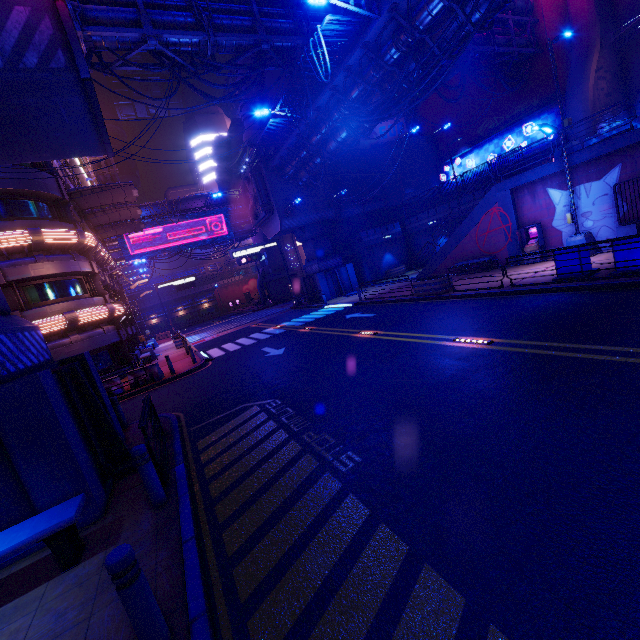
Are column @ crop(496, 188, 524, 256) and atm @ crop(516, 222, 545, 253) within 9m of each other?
yes

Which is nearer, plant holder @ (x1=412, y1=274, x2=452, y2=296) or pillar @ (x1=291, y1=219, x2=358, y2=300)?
plant holder @ (x1=412, y1=274, x2=452, y2=296)

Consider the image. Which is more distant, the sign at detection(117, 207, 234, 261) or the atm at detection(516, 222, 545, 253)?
the sign at detection(117, 207, 234, 261)

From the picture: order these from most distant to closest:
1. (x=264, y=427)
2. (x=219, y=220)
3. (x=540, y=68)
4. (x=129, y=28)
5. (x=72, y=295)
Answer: (x=219, y=220) → (x=540, y=68) → (x=72, y=295) → (x=129, y=28) → (x=264, y=427)

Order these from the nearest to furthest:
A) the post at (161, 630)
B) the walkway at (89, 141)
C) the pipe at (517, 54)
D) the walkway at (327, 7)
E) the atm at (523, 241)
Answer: the post at (161, 630) < the walkway at (89, 141) < the atm at (523, 241) < the walkway at (327, 7) < the pipe at (517, 54)

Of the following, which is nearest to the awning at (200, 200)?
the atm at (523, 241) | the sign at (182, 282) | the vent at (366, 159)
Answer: the sign at (182, 282)

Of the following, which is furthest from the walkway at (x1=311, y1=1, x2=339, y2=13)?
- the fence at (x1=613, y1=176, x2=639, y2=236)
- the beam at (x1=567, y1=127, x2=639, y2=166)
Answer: the fence at (x1=613, y1=176, x2=639, y2=236)

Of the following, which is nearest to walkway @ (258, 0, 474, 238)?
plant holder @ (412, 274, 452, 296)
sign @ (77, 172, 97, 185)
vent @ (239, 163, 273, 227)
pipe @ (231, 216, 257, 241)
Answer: vent @ (239, 163, 273, 227)
